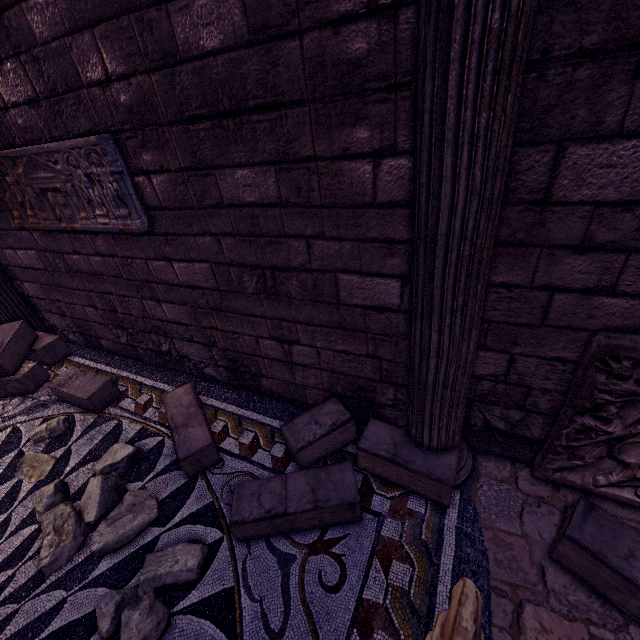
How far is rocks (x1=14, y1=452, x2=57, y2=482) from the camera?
2.8m

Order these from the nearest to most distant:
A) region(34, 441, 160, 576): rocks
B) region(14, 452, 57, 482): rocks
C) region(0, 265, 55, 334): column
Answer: region(34, 441, 160, 576): rocks, region(14, 452, 57, 482): rocks, region(0, 265, 55, 334): column

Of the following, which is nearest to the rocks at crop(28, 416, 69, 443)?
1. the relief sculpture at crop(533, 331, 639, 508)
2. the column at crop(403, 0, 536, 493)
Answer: the column at crop(403, 0, 536, 493)

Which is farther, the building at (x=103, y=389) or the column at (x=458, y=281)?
the building at (x=103, y=389)

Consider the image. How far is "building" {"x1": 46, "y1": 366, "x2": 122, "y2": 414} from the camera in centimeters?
328cm

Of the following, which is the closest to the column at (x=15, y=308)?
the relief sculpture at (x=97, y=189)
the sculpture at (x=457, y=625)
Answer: the relief sculpture at (x=97, y=189)

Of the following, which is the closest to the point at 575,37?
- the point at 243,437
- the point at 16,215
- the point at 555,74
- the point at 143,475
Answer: the point at 555,74

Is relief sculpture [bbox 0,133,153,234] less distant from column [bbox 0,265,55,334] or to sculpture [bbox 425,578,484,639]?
column [bbox 0,265,55,334]
